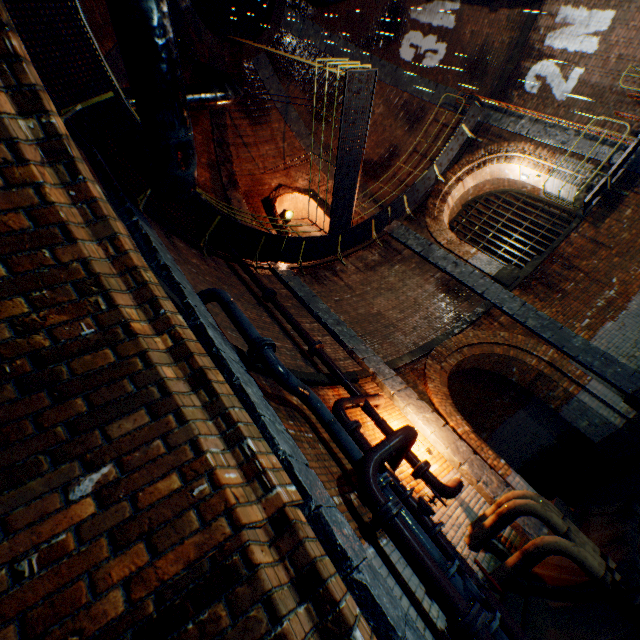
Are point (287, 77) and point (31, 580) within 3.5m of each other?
no

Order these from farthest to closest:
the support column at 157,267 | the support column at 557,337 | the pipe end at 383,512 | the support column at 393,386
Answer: the support column at 557,337 < the support column at 393,386 < the pipe end at 383,512 < the support column at 157,267

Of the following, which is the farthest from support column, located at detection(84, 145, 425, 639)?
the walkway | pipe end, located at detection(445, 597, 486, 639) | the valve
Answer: the valve

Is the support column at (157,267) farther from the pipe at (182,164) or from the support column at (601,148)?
the support column at (601,148)

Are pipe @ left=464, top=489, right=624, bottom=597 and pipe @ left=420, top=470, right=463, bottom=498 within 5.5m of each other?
yes

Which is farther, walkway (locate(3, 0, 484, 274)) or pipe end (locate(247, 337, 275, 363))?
walkway (locate(3, 0, 484, 274))

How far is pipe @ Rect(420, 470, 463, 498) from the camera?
5.02m

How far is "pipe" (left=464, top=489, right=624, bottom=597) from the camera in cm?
384
